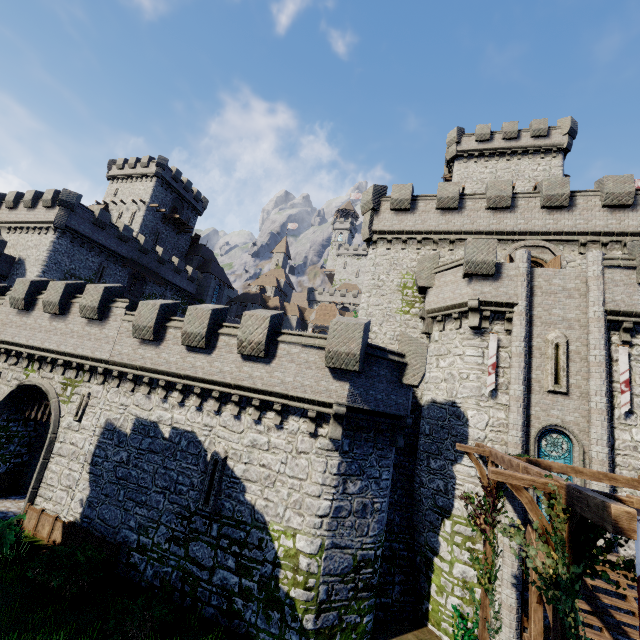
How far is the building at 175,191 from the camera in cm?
4769

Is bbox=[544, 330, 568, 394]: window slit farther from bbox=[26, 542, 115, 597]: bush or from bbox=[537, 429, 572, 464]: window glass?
bbox=[26, 542, 115, 597]: bush

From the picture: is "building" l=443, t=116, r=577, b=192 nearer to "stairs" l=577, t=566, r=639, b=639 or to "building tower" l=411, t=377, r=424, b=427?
"building tower" l=411, t=377, r=424, b=427

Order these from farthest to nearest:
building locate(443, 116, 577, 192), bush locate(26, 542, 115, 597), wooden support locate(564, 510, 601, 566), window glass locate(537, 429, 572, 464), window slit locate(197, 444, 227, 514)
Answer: building locate(443, 116, 577, 192), window glass locate(537, 429, 572, 464), window slit locate(197, 444, 227, 514), bush locate(26, 542, 115, 597), wooden support locate(564, 510, 601, 566)

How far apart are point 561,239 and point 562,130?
21.01m

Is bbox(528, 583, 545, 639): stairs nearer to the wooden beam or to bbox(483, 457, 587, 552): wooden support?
the wooden beam

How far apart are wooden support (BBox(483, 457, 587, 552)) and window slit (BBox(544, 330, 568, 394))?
9.1 meters

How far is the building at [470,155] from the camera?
31.22m
